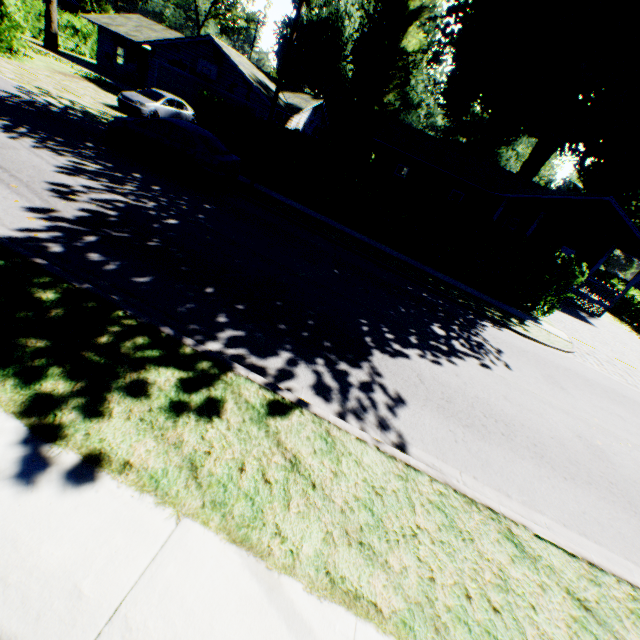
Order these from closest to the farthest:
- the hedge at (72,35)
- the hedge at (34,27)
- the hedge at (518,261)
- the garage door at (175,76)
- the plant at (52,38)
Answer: the hedge at (518,261)
the hedge at (34,27)
the garage door at (175,76)
the plant at (52,38)
the hedge at (72,35)

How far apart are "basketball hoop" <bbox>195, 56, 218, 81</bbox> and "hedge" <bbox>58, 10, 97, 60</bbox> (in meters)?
20.91

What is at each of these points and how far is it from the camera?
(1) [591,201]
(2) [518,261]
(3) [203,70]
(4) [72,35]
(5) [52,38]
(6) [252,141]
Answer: (1) house, 20.36m
(2) hedge, 14.42m
(3) basketball hoop, 23.53m
(4) hedge, 32.88m
(5) plant, 28.67m
(6) hedge, 15.53m

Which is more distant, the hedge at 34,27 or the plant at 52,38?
the plant at 52,38

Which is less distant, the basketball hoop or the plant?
the basketball hoop

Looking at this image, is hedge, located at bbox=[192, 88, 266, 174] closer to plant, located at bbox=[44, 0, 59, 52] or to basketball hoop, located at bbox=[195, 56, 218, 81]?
basketball hoop, located at bbox=[195, 56, 218, 81]

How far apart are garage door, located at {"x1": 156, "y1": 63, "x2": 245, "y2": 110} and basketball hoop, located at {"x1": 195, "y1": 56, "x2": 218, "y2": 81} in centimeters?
53cm

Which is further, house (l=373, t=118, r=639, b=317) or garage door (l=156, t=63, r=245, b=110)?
garage door (l=156, t=63, r=245, b=110)
